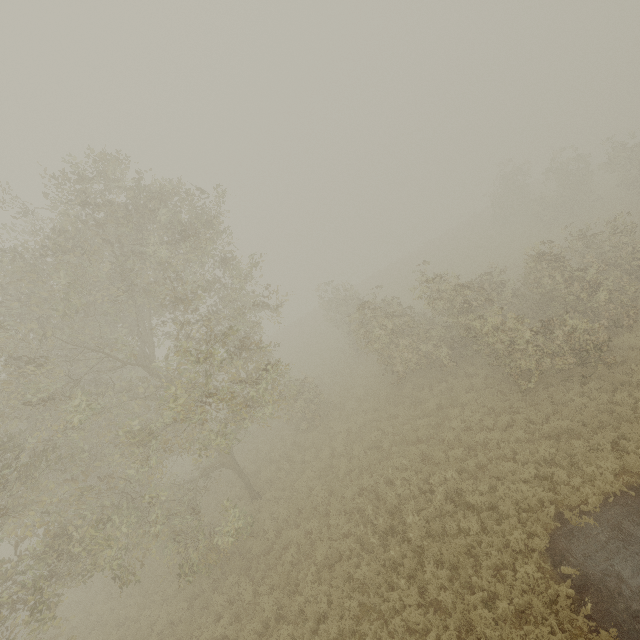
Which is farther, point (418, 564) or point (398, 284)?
point (398, 284)
